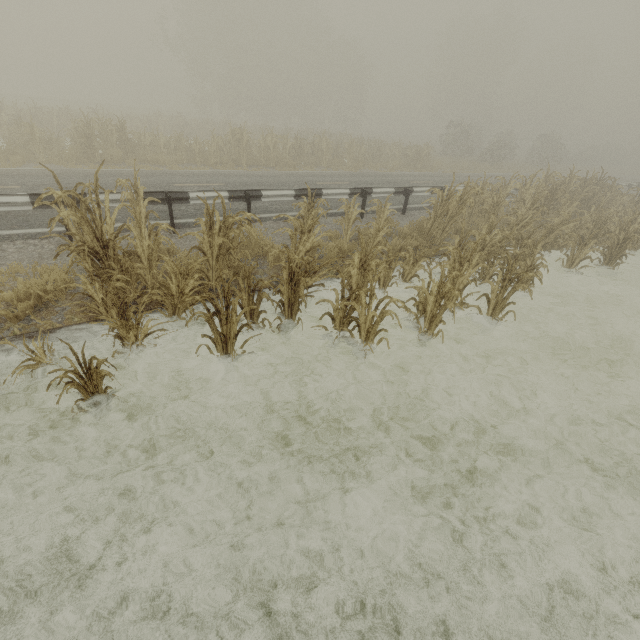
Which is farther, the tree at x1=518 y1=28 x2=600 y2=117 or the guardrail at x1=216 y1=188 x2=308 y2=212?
the tree at x1=518 y1=28 x2=600 y2=117

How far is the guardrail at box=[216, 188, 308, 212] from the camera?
8.5 meters

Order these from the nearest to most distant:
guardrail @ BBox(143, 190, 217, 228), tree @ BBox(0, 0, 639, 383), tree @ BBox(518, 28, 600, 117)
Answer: tree @ BBox(0, 0, 639, 383) < guardrail @ BBox(143, 190, 217, 228) < tree @ BBox(518, 28, 600, 117)

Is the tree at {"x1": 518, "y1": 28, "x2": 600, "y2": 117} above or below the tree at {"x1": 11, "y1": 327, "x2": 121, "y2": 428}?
above

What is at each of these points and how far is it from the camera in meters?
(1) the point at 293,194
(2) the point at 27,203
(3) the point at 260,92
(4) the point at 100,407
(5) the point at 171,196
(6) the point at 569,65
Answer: (1) guardrail, 9.4 m
(2) guardrail, 6.4 m
(3) tree, 43.4 m
(4) tree, 4.0 m
(5) guardrail, 7.7 m
(6) tree, 54.9 m

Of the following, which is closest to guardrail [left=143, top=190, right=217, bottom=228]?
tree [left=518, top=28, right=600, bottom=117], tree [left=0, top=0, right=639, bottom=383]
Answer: tree [left=0, top=0, right=639, bottom=383]

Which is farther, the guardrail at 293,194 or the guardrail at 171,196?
the guardrail at 293,194

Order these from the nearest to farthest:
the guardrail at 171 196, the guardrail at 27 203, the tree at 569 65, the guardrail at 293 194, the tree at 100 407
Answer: the tree at 100 407 → the guardrail at 27 203 → the guardrail at 171 196 → the guardrail at 293 194 → the tree at 569 65
